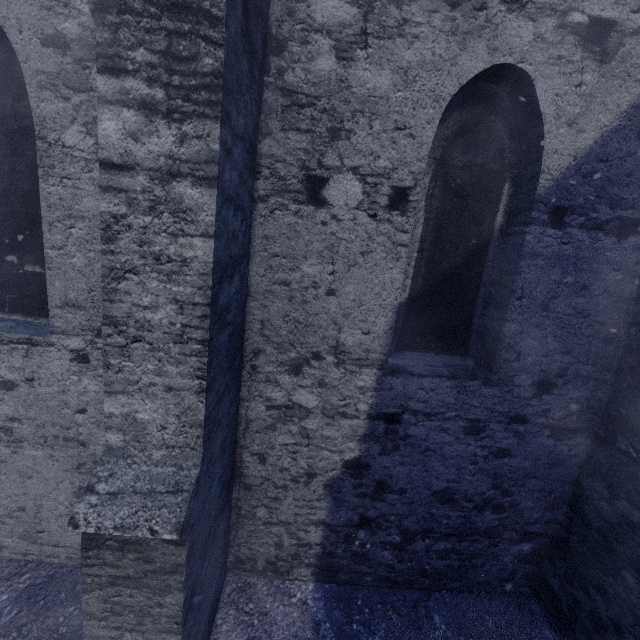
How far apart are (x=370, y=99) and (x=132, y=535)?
3.4m
